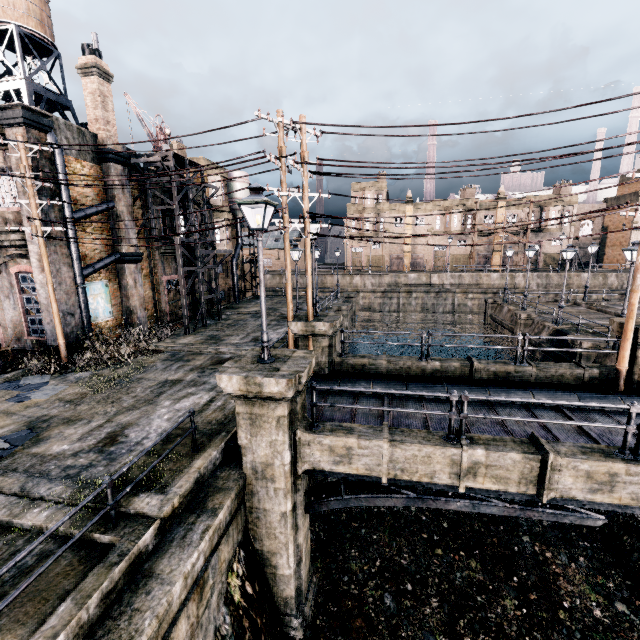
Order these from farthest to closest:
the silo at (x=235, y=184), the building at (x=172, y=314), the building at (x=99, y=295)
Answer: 1. the silo at (x=235, y=184)
2. the building at (x=172, y=314)
3. the building at (x=99, y=295)

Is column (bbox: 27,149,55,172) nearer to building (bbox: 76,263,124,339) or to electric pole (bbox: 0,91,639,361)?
building (bbox: 76,263,124,339)

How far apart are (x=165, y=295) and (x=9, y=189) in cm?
1049

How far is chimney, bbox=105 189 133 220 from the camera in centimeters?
1933cm

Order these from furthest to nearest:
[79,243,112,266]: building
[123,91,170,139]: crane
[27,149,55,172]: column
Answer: [123,91,170,139]: crane < [79,243,112,266]: building < [27,149,55,172]: column

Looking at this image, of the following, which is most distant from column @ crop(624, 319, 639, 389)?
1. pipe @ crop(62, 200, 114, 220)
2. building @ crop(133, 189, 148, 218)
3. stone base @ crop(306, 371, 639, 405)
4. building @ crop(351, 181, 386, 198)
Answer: building @ crop(351, 181, 386, 198)

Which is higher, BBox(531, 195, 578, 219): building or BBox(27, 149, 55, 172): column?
BBox(531, 195, 578, 219): building

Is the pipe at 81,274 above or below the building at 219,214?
below
